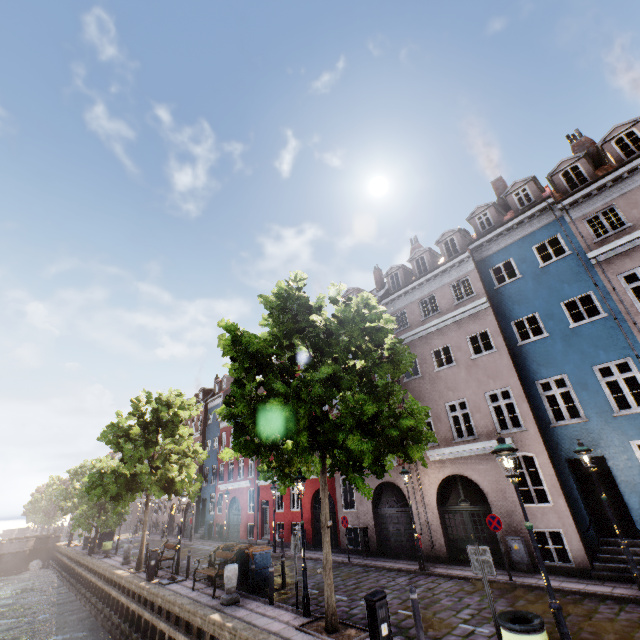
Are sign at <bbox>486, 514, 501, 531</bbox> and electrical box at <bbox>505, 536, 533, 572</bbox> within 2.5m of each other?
yes

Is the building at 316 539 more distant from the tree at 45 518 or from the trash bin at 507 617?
the trash bin at 507 617

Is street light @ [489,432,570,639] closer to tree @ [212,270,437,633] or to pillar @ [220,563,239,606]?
tree @ [212,270,437,633]

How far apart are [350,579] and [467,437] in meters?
7.8

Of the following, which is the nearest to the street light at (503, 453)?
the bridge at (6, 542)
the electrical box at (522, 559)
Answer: the electrical box at (522, 559)

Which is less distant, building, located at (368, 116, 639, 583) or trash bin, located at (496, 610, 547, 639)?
trash bin, located at (496, 610, 547, 639)

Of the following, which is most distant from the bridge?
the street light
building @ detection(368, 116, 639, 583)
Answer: the street light

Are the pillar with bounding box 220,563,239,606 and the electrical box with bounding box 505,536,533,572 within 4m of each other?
no
